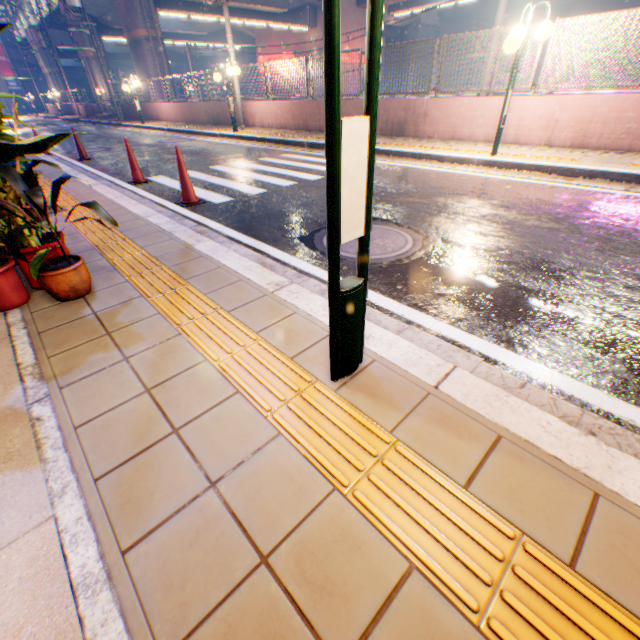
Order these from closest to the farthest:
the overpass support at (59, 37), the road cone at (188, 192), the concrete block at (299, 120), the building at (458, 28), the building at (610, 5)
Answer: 1. the road cone at (188, 192)
2. the concrete block at (299, 120)
3. the building at (610, 5)
4. the overpass support at (59, 37)
5. the building at (458, 28)

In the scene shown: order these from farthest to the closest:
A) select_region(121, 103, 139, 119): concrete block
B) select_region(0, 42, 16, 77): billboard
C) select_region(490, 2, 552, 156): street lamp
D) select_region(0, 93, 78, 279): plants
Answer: select_region(0, 42, 16, 77): billboard, select_region(121, 103, 139, 119): concrete block, select_region(490, 2, 552, 156): street lamp, select_region(0, 93, 78, 279): plants

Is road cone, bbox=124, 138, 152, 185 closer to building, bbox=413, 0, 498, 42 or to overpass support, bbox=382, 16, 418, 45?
overpass support, bbox=382, 16, 418, 45

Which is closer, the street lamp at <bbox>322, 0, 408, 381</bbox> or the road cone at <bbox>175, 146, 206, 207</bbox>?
the street lamp at <bbox>322, 0, 408, 381</bbox>

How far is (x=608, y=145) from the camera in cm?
669

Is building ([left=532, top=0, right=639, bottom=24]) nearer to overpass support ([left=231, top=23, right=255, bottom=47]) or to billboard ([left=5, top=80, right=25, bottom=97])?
overpass support ([left=231, top=23, right=255, bottom=47])

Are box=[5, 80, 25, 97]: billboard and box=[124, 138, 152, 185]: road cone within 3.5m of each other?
no

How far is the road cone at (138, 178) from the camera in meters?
6.5
